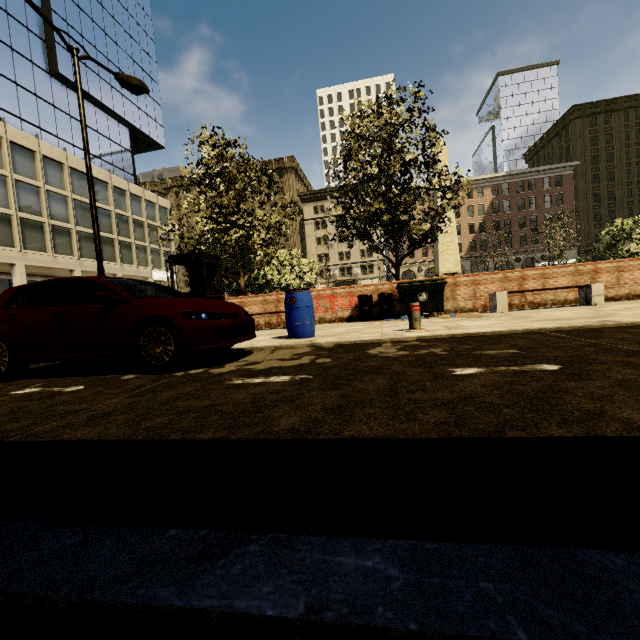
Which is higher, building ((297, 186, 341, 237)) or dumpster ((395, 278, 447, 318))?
building ((297, 186, 341, 237))

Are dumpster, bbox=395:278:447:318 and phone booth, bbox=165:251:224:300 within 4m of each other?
no

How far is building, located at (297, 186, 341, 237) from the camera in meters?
58.8

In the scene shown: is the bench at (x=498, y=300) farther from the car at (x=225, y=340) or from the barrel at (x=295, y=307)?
the car at (x=225, y=340)

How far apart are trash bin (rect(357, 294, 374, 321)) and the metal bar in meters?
3.7

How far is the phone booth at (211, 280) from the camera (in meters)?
10.48

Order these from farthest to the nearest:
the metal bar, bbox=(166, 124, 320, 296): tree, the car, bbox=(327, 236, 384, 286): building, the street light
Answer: bbox=(327, 236, 384, 286): building
bbox=(166, 124, 320, 296): tree
the street light
the metal bar
the car

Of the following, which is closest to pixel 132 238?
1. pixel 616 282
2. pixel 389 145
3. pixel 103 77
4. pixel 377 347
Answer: pixel 103 77
